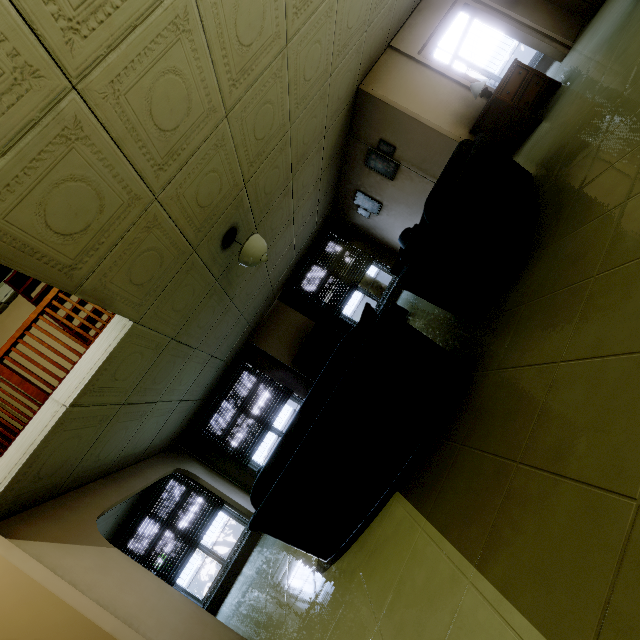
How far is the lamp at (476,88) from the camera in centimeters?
499cm

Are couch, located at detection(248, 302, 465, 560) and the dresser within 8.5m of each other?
yes

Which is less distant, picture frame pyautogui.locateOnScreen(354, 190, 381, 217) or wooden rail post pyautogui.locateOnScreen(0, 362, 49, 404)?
wooden rail post pyautogui.locateOnScreen(0, 362, 49, 404)

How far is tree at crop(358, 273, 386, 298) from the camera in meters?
12.1 m

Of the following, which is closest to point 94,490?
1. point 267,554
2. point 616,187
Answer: point 267,554

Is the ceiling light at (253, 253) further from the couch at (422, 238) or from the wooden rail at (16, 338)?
the couch at (422, 238)

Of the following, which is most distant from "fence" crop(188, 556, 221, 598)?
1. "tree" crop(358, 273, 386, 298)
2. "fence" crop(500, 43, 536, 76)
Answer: "fence" crop(500, 43, 536, 76)

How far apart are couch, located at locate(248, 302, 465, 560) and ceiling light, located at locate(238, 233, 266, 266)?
1.9 meters
